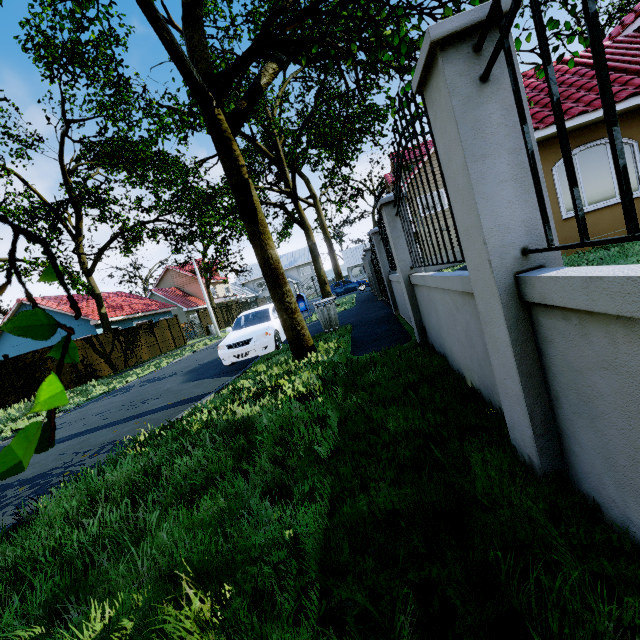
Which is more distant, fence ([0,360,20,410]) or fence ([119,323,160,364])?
fence ([119,323,160,364])

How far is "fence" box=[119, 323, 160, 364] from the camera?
20.47m

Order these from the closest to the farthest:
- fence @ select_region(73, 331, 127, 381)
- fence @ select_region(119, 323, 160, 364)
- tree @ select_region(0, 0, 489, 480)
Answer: tree @ select_region(0, 0, 489, 480) → fence @ select_region(73, 331, 127, 381) → fence @ select_region(119, 323, 160, 364)

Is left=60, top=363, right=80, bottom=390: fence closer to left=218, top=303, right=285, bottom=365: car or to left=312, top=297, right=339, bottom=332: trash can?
left=218, top=303, right=285, bottom=365: car

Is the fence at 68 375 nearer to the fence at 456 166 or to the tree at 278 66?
the fence at 456 166

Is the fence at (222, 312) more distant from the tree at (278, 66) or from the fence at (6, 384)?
the tree at (278, 66)

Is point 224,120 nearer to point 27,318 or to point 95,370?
point 27,318
